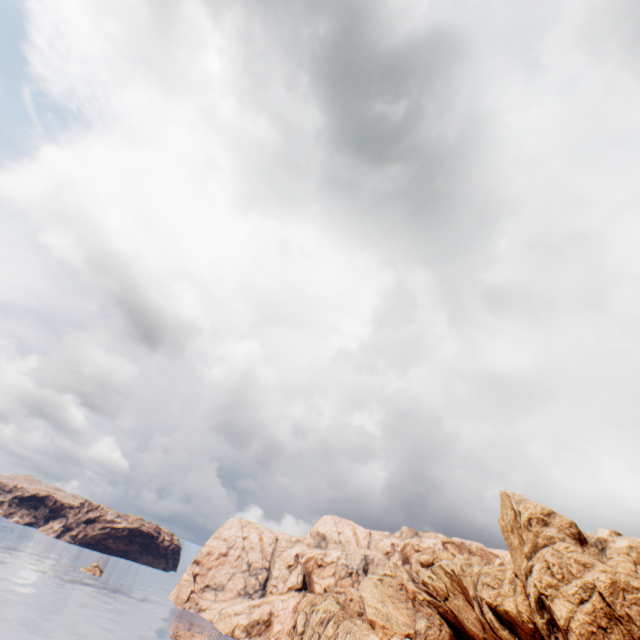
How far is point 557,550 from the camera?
51.25m
